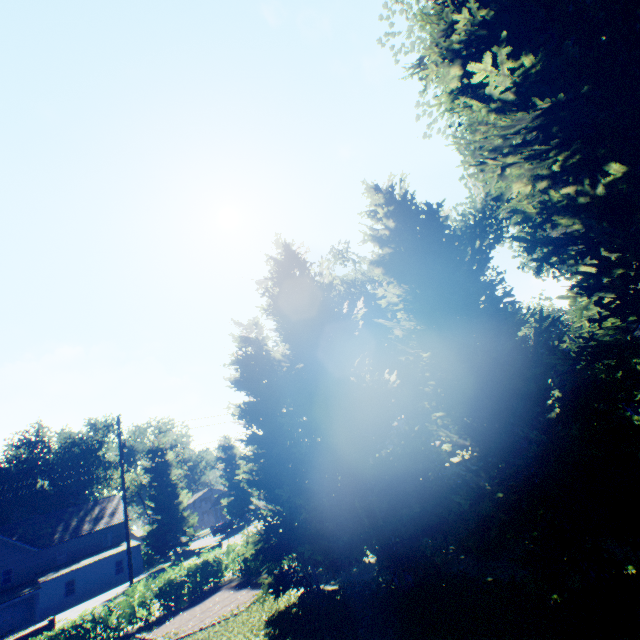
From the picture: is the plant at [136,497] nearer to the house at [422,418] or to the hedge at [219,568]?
the hedge at [219,568]

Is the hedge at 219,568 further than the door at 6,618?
No

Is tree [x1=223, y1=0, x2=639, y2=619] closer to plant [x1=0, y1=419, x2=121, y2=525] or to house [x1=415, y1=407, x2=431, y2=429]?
plant [x1=0, y1=419, x2=121, y2=525]

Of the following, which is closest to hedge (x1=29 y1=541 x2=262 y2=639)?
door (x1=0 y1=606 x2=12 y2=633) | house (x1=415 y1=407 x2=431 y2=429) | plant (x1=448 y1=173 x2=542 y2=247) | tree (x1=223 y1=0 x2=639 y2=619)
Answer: tree (x1=223 y1=0 x2=639 y2=619)

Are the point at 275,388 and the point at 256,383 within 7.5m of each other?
yes

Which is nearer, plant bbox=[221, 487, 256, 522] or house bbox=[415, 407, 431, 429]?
house bbox=[415, 407, 431, 429]

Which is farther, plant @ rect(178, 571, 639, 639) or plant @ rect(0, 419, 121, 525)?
plant @ rect(0, 419, 121, 525)
